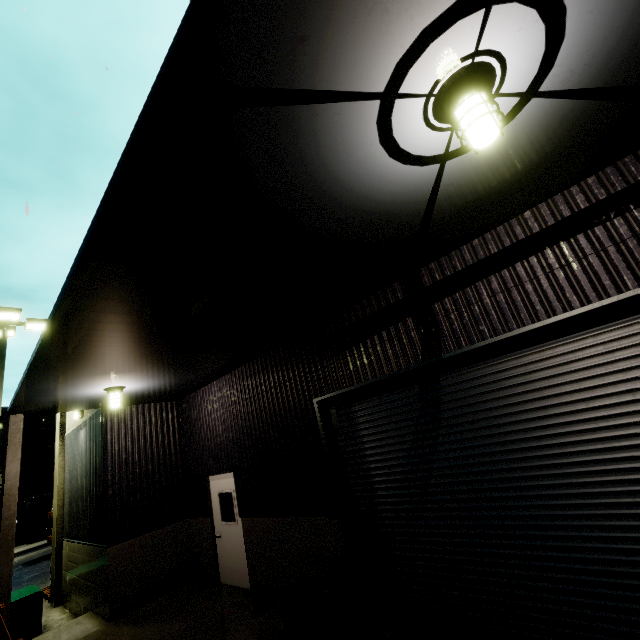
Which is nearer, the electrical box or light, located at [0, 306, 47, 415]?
the electrical box

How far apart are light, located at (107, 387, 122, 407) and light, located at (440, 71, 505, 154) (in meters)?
7.86

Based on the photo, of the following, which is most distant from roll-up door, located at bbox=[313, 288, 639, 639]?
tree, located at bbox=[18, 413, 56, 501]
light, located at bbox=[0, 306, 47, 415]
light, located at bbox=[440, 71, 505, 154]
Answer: tree, located at bbox=[18, 413, 56, 501]

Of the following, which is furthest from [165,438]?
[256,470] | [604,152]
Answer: [604,152]

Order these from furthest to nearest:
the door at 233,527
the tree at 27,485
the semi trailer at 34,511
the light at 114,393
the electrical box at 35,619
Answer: the tree at 27,485
the semi trailer at 34,511
the electrical box at 35,619
the door at 233,527
the light at 114,393

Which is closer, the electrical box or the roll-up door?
the roll-up door

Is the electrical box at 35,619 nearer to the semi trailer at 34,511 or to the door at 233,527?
the door at 233,527

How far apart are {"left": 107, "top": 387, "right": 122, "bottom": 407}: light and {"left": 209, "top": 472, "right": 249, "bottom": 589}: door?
3.1m
